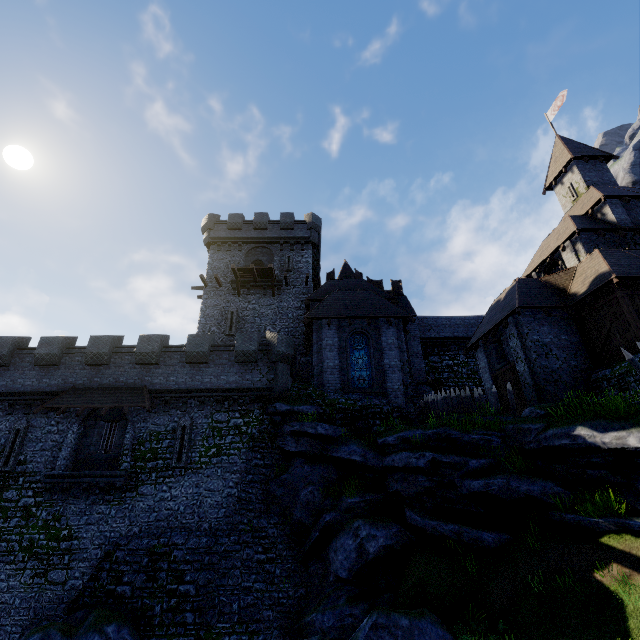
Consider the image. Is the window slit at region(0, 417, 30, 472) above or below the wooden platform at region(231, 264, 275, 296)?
below

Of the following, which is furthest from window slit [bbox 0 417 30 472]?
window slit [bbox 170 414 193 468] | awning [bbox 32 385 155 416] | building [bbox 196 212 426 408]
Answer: building [bbox 196 212 426 408]

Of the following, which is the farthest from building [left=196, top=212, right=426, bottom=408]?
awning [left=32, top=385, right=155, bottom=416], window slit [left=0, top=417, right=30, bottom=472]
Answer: window slit [left=0, top=417, right=30, bottom=472]

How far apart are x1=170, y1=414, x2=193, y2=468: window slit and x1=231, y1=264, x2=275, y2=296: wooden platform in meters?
12.3

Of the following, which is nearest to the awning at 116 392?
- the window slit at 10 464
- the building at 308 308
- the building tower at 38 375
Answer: the building tower at 38 375

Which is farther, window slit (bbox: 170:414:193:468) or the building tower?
window slit (bbox: 170:414:193:468)

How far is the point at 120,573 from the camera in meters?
15.2 m

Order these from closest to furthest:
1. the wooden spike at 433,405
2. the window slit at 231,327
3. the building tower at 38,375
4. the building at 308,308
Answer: the building tower at 38,375
the wooden spike at 433,405
the building at 308,308
the window slit at 231,327
